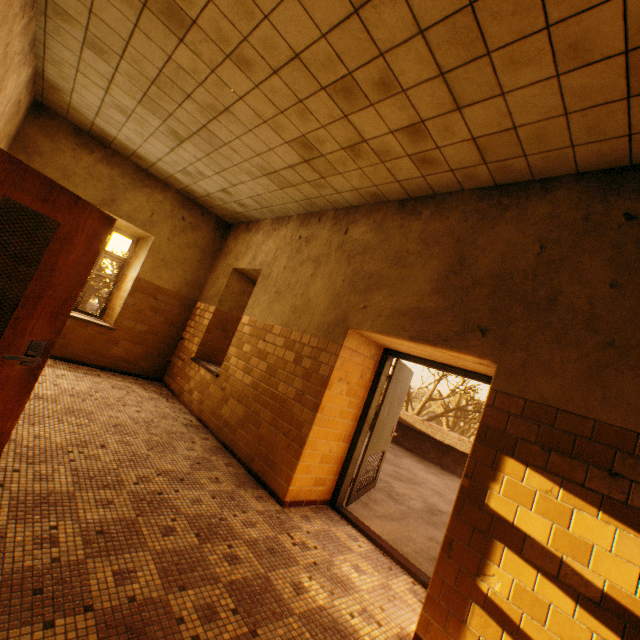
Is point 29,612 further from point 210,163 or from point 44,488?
point 210,163

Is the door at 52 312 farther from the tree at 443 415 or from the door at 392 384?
the tree at 443 415

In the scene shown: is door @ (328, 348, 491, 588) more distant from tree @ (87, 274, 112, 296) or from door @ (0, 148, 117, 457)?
tree @ (87, 274, 112, 296)

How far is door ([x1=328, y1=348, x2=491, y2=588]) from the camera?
3.55m

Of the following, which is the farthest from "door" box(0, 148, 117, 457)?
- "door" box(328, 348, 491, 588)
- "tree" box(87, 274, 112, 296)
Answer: "tree" box(87, 274, 112, 296)

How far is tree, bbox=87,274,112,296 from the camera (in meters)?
11.23
